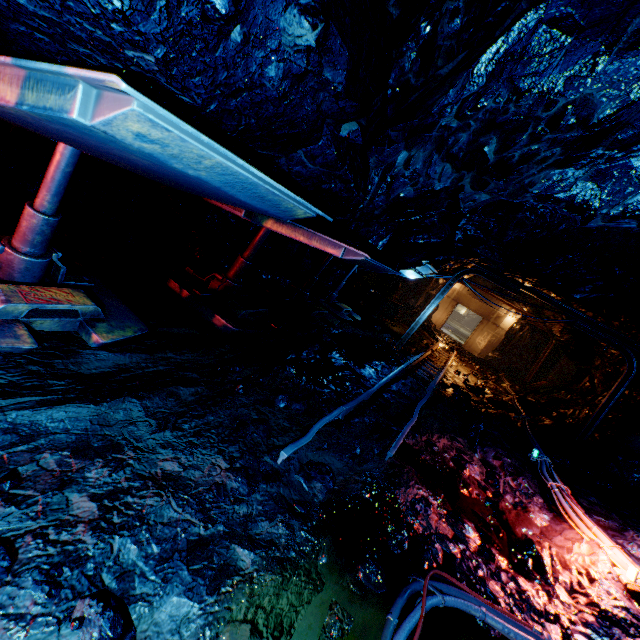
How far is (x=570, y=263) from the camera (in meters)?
6.92

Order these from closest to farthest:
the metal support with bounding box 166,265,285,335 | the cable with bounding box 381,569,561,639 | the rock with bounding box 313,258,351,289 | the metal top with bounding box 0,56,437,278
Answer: the metal top with bounding box 0,56,437,278 → the cable with bounding box 381,569,561,639 → the metal support with bounding box 166,265,285,335 → the rock with bounding box 313,258,351,289

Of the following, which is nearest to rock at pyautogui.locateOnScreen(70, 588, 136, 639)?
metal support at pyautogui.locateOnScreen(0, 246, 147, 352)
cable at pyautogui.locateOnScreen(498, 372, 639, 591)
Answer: cable at pyautogui.locateOnScreen(498, 372, 639, 591)

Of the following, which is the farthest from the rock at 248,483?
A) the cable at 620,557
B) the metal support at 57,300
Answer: the metal support at 57,300

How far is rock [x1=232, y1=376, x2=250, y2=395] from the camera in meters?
3.8

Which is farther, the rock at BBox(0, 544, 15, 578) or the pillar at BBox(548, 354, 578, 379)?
the pillar at BBox(548, 354, 578, 379)

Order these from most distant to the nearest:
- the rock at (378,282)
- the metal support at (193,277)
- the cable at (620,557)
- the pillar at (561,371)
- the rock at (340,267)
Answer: the pillar at (561,371)
the rock at (378,282)
the rock at (340,267)
the metal support at (193,277)
the cable at (620,557)

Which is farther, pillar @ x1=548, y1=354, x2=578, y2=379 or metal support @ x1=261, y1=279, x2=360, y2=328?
pillar @ x1=548, y1=354, x2=578, y2=379
